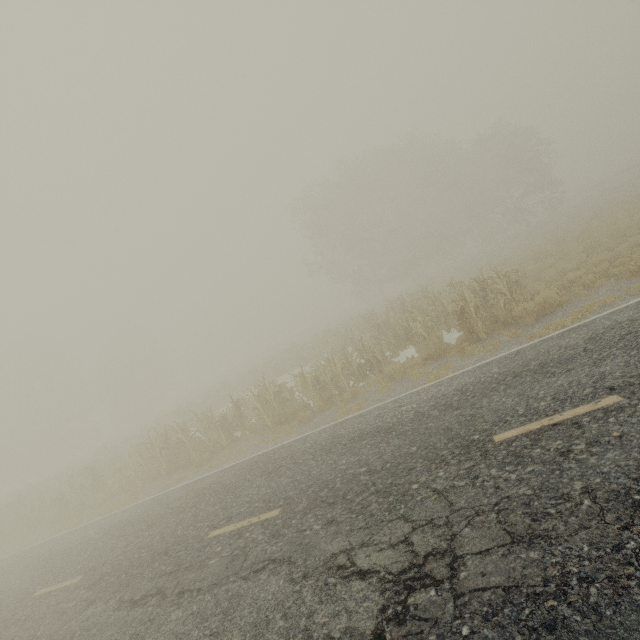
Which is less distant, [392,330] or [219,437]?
[219,437]
